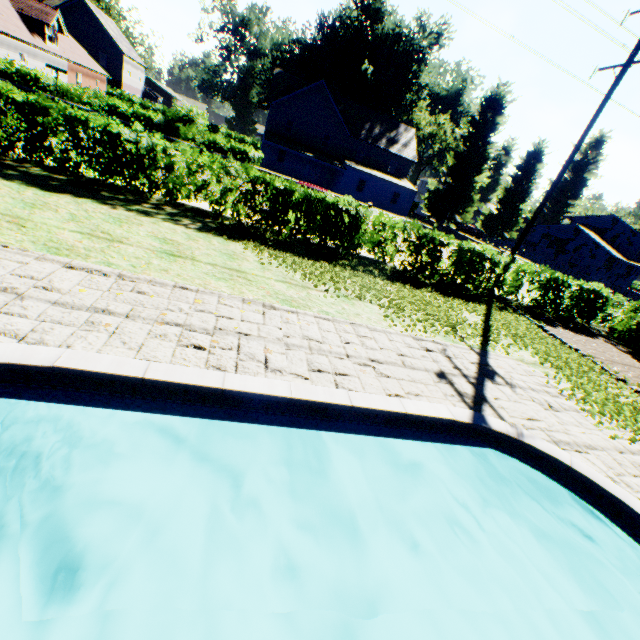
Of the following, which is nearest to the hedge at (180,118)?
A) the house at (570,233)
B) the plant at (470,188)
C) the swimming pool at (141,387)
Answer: the plant at (470,188)

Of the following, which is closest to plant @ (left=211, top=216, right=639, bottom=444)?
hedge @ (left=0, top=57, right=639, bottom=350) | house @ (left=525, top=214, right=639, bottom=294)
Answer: house @ (left=525, top=214, right=639, bottom=294)

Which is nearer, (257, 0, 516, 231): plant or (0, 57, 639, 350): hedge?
(0, 57, 639, 350): hedge

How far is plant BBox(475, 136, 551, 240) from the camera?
48.03m

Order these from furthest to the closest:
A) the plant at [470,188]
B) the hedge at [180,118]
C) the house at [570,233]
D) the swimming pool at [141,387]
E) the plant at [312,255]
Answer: the house at [570,233]
the plant at [470,188]
the hedge at [180,118]
the plant at [312,255]
the swimming pool at [141,387]

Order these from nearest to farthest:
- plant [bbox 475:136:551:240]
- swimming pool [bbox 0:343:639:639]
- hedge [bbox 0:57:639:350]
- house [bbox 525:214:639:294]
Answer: swimming pool [bbox 0:343:639:639] < hedge [bbox 0:57:639:350] < house [bbox 525:214:639:294] < plant [bbox 475:136:551:240]

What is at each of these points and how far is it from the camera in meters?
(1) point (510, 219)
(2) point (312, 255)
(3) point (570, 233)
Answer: (1) plant, 50.9
(2) plant, 9.9
(3) house, 46.0

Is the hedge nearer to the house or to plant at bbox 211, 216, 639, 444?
plant at bbox 211, 216, 639, 444
